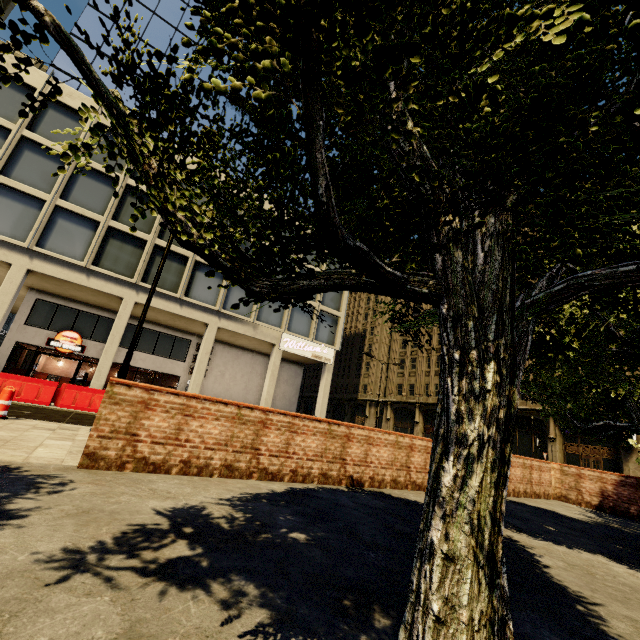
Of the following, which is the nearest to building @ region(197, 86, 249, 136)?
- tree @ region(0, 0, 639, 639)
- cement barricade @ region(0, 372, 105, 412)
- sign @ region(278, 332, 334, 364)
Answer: sign @ region(278, 332, 334, 364)

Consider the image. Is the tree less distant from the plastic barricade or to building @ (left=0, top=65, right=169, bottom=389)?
building @ (left=0, top=65, right=169, bottom=389)

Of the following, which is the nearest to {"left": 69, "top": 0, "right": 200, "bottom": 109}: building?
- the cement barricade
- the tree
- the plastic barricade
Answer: the tree

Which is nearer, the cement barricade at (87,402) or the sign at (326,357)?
the cement barricade at (87,402)

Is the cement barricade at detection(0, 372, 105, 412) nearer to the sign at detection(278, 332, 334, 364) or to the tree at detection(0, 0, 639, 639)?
the sign at detection(278, 332, 334, 364)

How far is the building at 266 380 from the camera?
20.8 meters

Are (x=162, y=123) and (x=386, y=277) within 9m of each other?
yes

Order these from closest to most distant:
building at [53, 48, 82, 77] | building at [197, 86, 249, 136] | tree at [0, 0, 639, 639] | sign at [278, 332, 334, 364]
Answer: tree at [0, 0, 639, 639]
building at [53, 48, 82, 77]
sign at [278, 332, 334, 364]
building at [197, 86, 249, 136]
